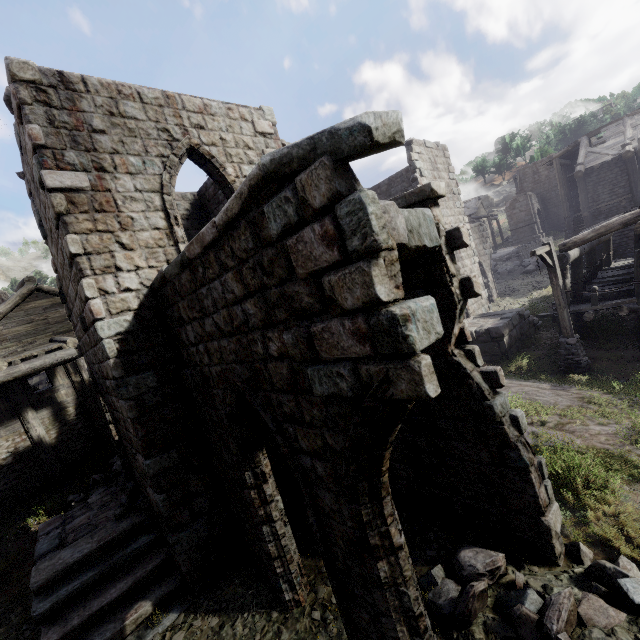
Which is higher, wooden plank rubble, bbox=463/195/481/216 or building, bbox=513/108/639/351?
wooden plank rubble, bbox=463/195/481/216

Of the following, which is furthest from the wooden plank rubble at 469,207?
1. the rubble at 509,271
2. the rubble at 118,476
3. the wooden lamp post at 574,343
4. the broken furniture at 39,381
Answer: the broken furniture at 39,381

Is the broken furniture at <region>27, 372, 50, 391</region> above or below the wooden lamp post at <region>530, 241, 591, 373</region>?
above

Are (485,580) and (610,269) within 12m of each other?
no

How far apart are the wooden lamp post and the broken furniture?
25.5 meters

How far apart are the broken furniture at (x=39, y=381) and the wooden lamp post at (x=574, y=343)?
25.52m

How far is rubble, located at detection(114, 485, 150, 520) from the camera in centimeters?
810cm
